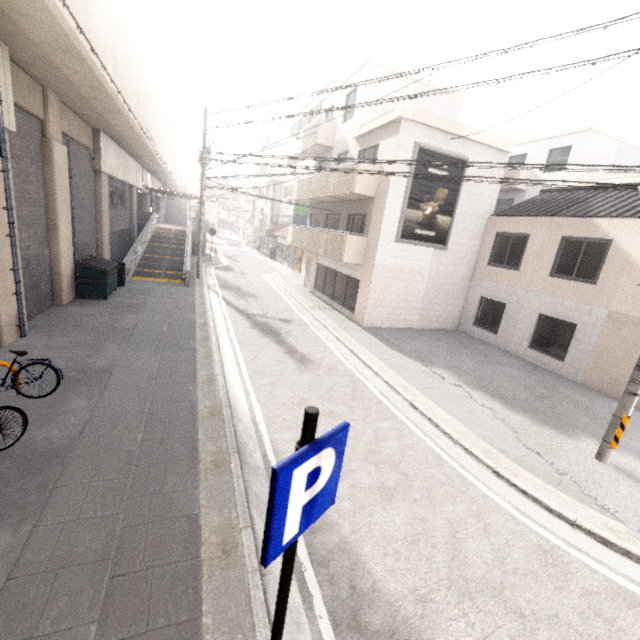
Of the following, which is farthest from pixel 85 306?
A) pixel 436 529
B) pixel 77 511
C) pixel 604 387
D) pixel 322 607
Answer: pixel 604 387

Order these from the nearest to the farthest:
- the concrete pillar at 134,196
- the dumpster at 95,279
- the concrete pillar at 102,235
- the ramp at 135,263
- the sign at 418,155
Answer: the dumpster at 95,279
the sign at 418,155
the concrete pillar at 102,235
the ramp at 135,263
the concrete pillar at 134,196

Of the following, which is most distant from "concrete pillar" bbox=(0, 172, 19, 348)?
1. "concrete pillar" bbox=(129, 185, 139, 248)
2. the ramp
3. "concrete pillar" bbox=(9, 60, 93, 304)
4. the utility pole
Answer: "concrete pillar" bbox=(129, 185, 139, 248)

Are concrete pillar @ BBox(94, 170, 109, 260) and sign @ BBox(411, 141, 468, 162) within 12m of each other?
no

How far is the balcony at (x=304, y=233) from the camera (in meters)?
14.54

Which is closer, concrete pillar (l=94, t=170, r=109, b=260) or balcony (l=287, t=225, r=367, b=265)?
balcony (l=287, t=225, r=367, b=265)

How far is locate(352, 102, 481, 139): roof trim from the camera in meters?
12.4 m

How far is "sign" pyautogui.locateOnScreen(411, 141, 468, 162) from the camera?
13.08m
